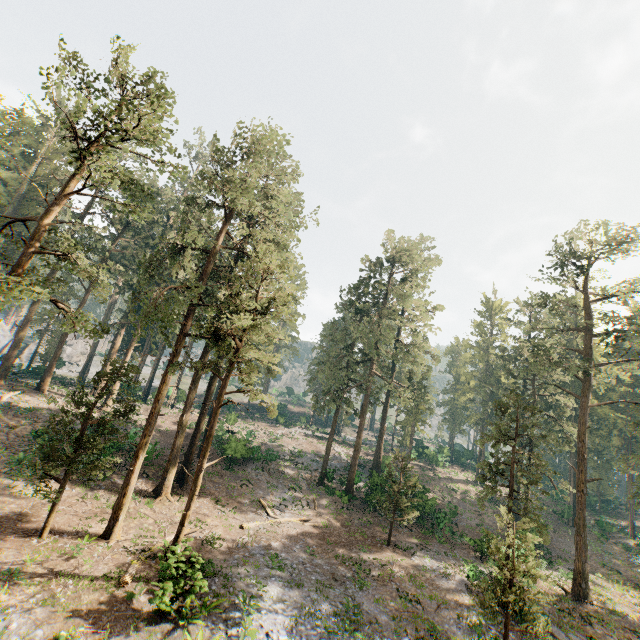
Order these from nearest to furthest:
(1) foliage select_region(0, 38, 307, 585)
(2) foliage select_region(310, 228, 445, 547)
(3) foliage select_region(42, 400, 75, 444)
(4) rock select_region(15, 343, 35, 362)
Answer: (1) foliage select_region(0, 38, 307, 585) → (3) foliage select_region(42, 400, 75, 444) → (2) foliage select_region(310, 228, 445, 547) → (4) rock select_region(15, 343, 35, 362)

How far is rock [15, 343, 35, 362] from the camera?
56.4m

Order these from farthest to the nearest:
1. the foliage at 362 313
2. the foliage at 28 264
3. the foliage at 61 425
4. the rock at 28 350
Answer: the rock at 28 350 < the foliage at 362 313 < the foliage at 61 425 < the foliage at 28 264

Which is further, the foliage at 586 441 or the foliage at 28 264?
the foliage at 586 441

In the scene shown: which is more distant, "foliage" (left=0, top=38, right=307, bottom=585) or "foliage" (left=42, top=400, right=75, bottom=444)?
"foliage" (left=42, top=400, right=75, bottom=444)

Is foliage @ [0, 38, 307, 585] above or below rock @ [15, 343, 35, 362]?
above

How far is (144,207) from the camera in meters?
17.0 m
